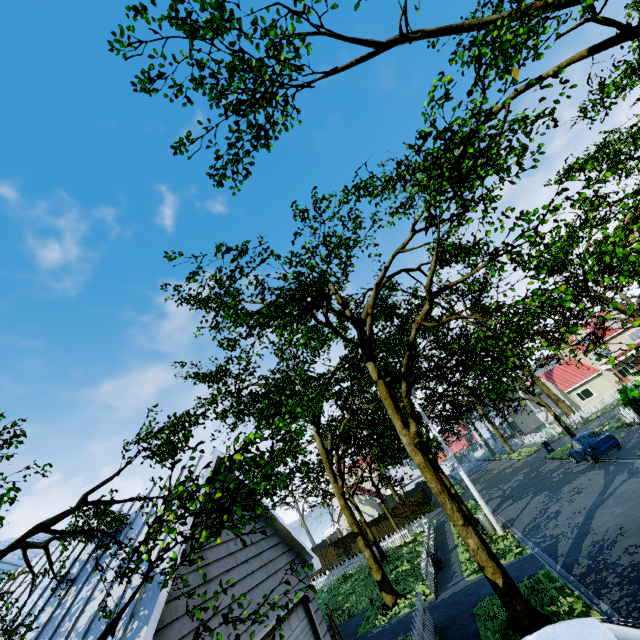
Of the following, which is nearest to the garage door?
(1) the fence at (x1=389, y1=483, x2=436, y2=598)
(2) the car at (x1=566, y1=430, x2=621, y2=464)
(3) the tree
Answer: (3) the tree

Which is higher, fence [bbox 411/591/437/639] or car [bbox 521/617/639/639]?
car [bbox 521/617/639/639]

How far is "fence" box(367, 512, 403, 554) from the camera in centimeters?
2693cm

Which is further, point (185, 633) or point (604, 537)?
point (604, 537)

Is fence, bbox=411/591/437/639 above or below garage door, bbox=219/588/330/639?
below

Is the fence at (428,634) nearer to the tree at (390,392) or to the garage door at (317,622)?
the tree at (390,392)

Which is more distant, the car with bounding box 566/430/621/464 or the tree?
the car with bounding box 566/430/621/464

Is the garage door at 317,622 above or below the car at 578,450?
above
